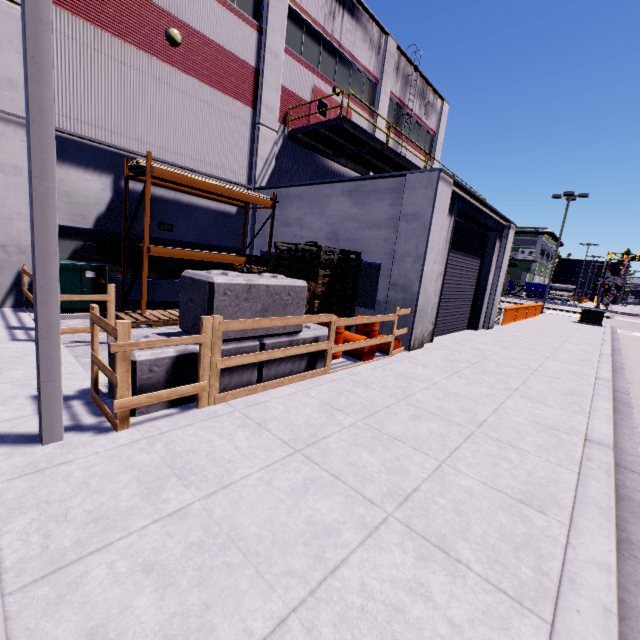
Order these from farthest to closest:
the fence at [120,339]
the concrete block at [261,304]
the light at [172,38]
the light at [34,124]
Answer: the light at [172,38] → the concrete block at [261,304] → the fence at [120,339] → the light at [34,124]

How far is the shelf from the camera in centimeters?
916cm

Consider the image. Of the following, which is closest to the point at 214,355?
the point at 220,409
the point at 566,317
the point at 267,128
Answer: the point at 220,409

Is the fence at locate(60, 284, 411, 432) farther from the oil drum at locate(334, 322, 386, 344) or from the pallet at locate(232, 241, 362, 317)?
the pallet at locate(232, 241, 362, 317)

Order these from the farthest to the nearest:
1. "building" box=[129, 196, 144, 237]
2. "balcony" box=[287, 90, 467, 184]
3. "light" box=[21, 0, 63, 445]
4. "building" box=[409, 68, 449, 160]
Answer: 1. "building" box=[409, 68, 449, 160]
2. "balcony" box=[287, 90, 467, 184]
3. "building" box=[129, 196, 144, 237]
4. "light" box=[21, 0, 63, 445]

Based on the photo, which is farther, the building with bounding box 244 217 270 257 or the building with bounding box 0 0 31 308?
the building with bounding box 244 217 270 257

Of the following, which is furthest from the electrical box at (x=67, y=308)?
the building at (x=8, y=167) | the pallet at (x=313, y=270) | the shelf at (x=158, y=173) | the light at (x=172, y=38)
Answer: the light at (x=172, y=38)

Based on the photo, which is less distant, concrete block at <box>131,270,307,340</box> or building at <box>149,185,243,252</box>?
concrete block at <box>131,270,307,340</box>
